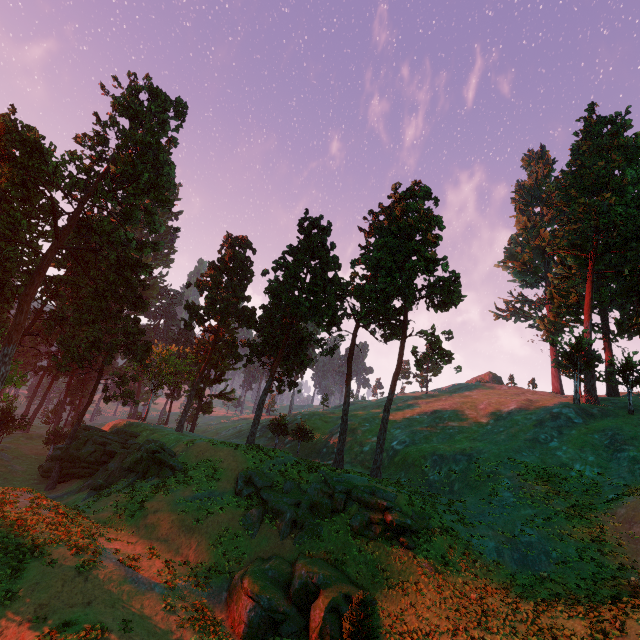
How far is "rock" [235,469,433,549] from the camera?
22.2 meters

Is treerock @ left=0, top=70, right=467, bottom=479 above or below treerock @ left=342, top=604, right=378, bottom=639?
above

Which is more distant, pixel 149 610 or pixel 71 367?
pixel 71 367

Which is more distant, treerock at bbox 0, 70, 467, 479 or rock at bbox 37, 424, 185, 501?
treerock at bbox 0, 70, 467, 479

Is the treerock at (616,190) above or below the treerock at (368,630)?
above

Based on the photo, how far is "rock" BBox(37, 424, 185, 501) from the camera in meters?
29.9

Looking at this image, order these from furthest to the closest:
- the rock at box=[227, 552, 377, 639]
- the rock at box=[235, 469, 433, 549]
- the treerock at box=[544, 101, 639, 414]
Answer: the treerock at box=[544, 101, 639, 414] < the rock at box=[235, 469, 433, 549] < the rock at box=[227, 552, 377, 639]

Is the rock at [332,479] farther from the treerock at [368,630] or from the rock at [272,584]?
the treerock at [368,630]
